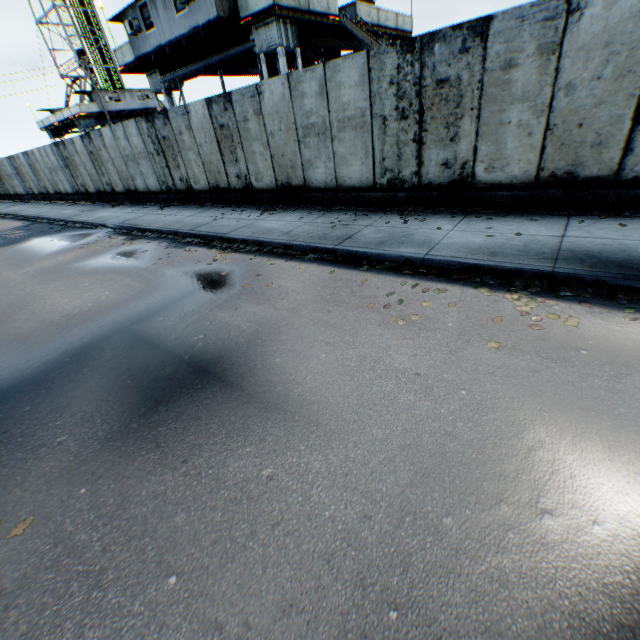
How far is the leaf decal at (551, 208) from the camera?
6.6m

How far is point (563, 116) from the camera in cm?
585

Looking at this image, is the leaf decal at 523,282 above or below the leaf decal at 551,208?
below

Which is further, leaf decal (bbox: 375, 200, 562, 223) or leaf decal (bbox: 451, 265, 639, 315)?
leaf decal (bbox: 375, 200, 562, 223)

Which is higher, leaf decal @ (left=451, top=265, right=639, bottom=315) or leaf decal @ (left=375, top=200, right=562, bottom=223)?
leaf decal @ (left=375, top=200, right=562, bottom=223)

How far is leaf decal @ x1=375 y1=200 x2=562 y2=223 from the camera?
6.6 meters
